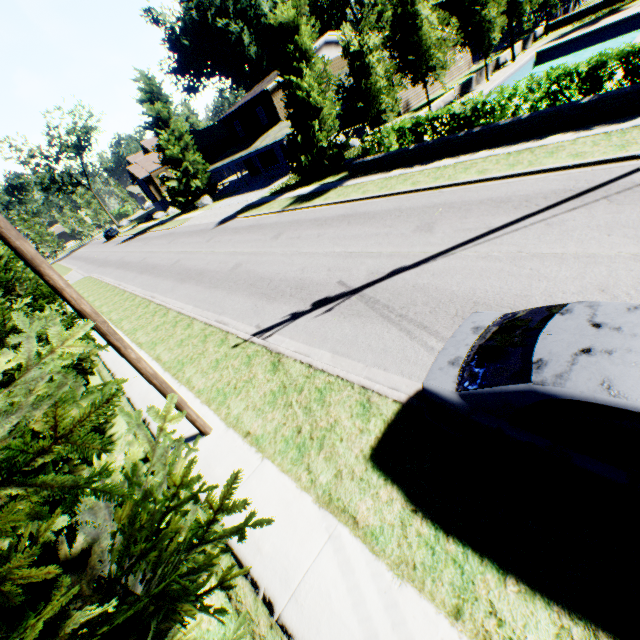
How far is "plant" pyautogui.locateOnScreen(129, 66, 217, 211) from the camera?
35.25m

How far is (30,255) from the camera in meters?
4.2

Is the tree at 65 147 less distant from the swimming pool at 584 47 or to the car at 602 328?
the swimming pool at 584 47

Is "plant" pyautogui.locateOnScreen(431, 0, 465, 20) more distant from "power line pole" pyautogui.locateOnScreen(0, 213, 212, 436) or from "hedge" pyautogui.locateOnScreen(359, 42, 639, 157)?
"power line pole" pyautogui.locateOnScreen(0, 213, 212, 436)

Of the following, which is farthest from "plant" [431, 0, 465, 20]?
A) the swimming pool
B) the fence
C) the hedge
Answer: the swimming pool

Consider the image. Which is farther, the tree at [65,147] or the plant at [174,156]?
the tree at [65,147]

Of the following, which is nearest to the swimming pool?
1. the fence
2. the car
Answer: the fence

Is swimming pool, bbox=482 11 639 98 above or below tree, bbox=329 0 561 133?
below
